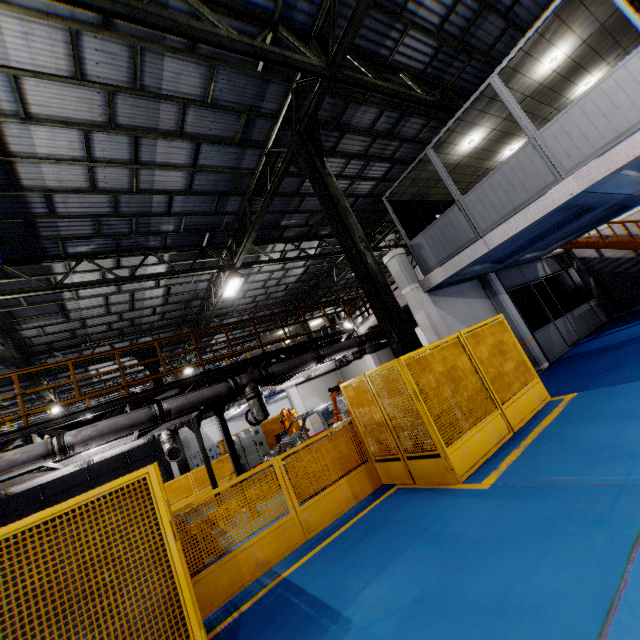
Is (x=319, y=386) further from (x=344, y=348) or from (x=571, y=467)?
(x=571, y=467)

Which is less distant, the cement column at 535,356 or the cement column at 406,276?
the cement column at 406,276

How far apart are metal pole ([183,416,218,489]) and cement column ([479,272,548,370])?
11.75m

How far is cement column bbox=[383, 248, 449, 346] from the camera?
9.64m

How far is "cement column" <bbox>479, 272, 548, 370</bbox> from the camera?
11.22m

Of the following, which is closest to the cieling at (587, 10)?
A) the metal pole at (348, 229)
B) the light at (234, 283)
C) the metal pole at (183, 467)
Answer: the metal pole at (348, 229)

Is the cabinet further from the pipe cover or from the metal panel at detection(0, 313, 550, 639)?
the pipe cover

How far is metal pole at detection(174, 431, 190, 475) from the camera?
15.37m
